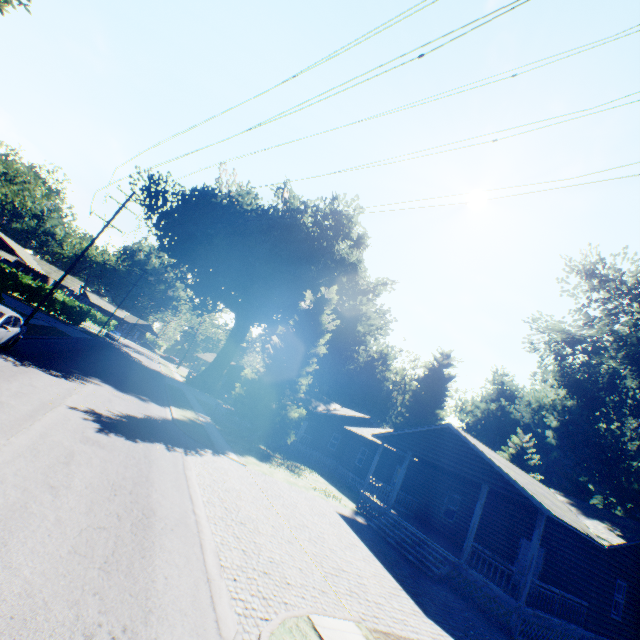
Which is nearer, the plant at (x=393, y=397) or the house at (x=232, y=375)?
the plant at (x=393, y=397)

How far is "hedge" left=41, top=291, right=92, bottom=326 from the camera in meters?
42.7 m

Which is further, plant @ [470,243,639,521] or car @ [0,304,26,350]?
plant @ [470,243,639,521]

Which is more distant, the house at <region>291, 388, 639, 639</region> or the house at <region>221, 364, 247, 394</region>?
the house at <region>221, 364, 247, 394</region>

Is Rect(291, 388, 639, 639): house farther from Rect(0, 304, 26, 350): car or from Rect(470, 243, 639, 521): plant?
Rect(0, 304, 26, 350): car

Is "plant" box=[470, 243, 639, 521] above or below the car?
above

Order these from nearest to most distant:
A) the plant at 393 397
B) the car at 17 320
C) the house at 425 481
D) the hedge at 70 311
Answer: the car at 17 320, the house at 425 481, the plant at 393 397, the hedge at 70 311

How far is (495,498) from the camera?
18.91m
